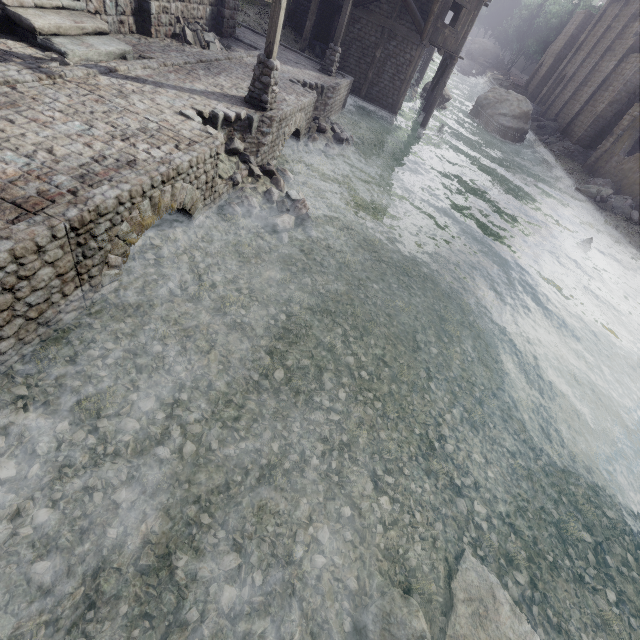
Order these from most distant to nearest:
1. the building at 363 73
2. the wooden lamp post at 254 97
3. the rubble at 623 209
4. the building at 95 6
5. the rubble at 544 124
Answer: the rubble at 544 124 → the rubble at 623 209 → the building at 363 73 → the wooden lamp post at 254 97 → the building at 95 6

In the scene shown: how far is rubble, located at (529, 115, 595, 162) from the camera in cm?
3281

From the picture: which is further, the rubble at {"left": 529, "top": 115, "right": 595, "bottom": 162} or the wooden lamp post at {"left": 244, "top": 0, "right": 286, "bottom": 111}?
the rubble at {"left": 529, "top": 115, "right": 595, "bottom": 162}

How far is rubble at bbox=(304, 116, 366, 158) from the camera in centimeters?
1402cm

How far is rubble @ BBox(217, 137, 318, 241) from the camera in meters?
8.9

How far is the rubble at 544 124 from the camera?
32.8 meters

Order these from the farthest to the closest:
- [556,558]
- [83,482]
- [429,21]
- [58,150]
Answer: [429,21] < [556,558] < [58,150] < [83,482]

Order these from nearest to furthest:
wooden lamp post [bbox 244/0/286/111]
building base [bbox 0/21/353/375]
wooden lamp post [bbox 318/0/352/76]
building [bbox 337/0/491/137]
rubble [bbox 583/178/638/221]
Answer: building base [bbox 0/21/353/375]
wooden lamp post [bbox 244/0/286/111]
wooden lamp post [bbox 318/0/352/76]
building [bbox 337/0/491/137]
rubble [bbox 583/178/638/221]
